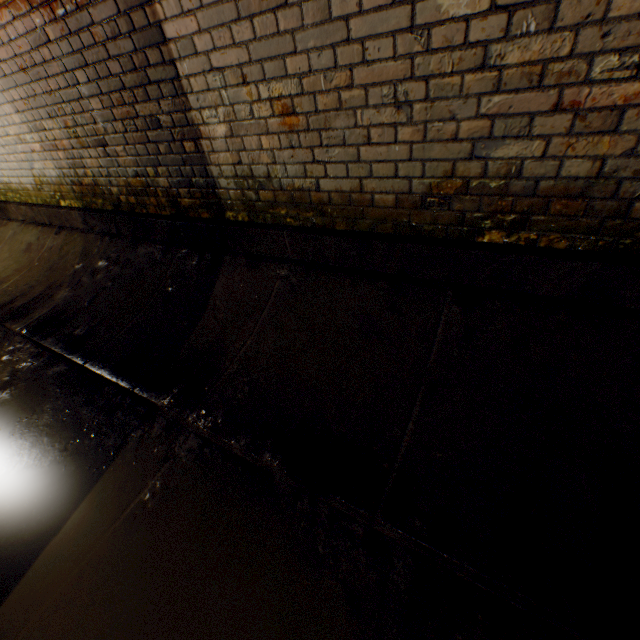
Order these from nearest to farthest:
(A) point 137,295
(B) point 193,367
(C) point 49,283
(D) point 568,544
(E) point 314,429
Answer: (D) point 568,544 < (E) point 314,429 < (B) point 193,367 < (A) point 137,295 < (C) point 49,283
